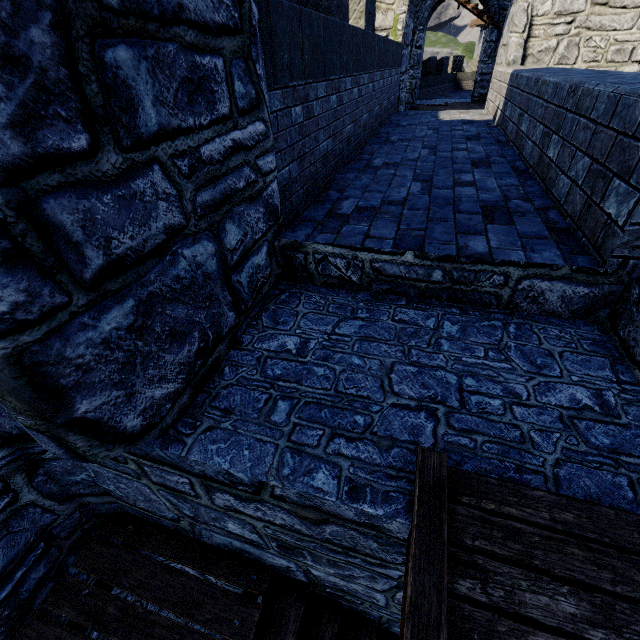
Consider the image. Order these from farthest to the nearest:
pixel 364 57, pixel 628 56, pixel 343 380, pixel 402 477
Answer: pixel 628 56, pixel 364 57, pixel 343 380, pixel 402 477
